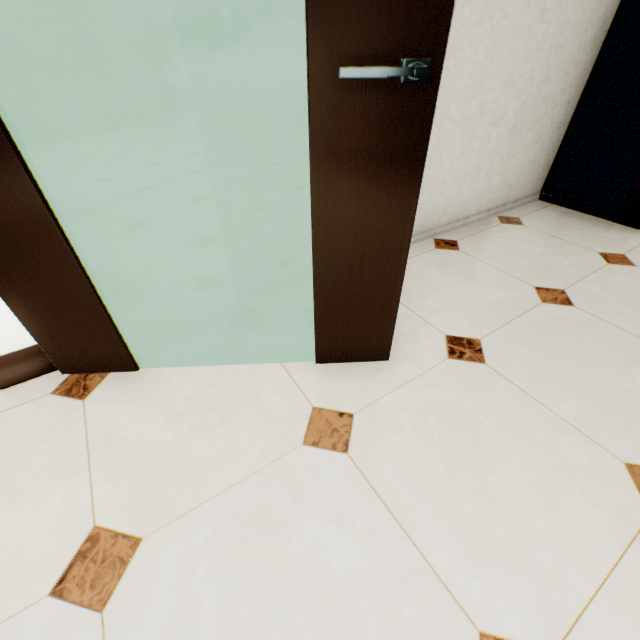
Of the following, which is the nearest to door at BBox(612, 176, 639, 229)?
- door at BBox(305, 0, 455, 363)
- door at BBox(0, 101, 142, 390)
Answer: door at BBox(305, 0, 455, 363)

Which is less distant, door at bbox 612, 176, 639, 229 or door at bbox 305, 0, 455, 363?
door at bbox 305, 0, 455, 363

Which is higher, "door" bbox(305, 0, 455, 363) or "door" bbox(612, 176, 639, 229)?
"door" bbox(305, 0, 455, 363)

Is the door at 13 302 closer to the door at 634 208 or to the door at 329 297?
the door at 329 297

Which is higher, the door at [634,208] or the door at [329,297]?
the door at [329,297]

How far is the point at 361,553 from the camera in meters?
0.9 m

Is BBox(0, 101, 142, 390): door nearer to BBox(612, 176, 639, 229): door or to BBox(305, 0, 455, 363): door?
BBox(305, 0, 455, 363): door

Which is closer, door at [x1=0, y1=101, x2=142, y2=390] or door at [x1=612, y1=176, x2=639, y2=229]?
door at [x1=0, y1=101, x2=142, y2=390]
